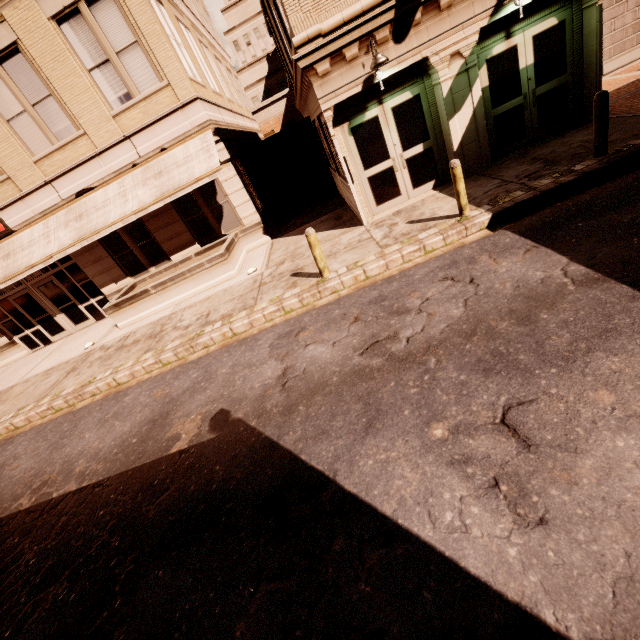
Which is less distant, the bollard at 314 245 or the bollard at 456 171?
the bollard at 456 171

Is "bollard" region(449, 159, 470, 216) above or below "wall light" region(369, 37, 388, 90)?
below

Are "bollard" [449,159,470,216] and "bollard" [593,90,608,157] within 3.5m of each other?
yes

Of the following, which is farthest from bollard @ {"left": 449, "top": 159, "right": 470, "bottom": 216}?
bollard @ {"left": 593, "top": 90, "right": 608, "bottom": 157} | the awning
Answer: the awning

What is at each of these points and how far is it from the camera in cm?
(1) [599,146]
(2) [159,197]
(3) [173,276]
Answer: (1) bollard, 679
(2) awning, 1073
(3) planter, 1109

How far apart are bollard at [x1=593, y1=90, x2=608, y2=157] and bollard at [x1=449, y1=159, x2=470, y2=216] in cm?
275

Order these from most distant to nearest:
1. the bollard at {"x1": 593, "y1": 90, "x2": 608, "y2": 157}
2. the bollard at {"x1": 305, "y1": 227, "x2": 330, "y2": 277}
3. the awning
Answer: the awning < the bollard at {"x1": 305, "y1": 227, "x2": 330, "y2": 277} < the bollard at {"x1": 593, "y1": 90, "x2": 608, "y2": 157}

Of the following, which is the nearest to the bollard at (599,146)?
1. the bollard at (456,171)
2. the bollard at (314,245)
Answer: the bollard at (456,171)
